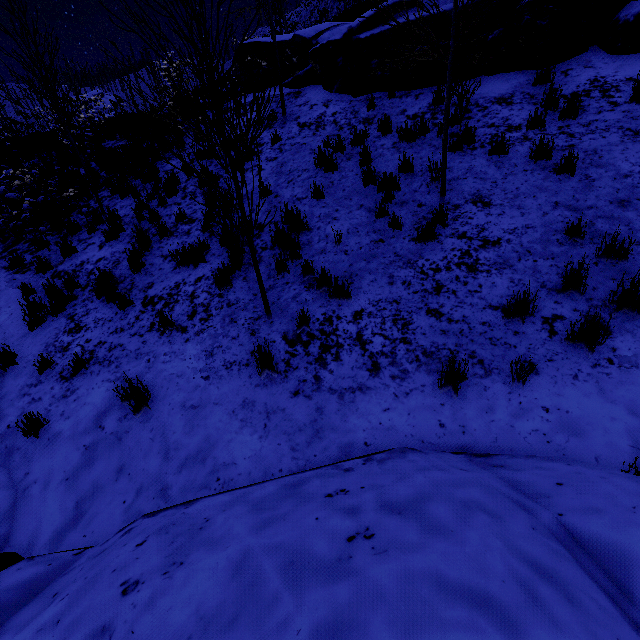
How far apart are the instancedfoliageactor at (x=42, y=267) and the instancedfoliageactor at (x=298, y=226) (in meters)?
5.19

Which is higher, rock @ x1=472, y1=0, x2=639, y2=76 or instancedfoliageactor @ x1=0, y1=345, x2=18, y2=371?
rock @ x1=472, y1=0, x2=639, y2=76

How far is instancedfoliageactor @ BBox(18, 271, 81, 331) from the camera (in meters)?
5.68

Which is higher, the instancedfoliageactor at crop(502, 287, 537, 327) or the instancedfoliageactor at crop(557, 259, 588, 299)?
the instancedfoliageactor at crop(557, 259, 588, 299)

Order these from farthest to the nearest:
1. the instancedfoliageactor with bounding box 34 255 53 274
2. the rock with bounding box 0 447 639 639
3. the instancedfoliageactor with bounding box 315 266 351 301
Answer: the instancedfoliageactor with bounding box 34 255 53 274, the instancedfoliageactor with bounding box 315 266 351 301, the rock with bounding box 0 447 639 639

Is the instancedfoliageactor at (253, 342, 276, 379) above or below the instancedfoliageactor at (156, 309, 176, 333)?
below

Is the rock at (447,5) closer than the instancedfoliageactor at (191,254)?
No

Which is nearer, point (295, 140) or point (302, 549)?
point (302, 549)
